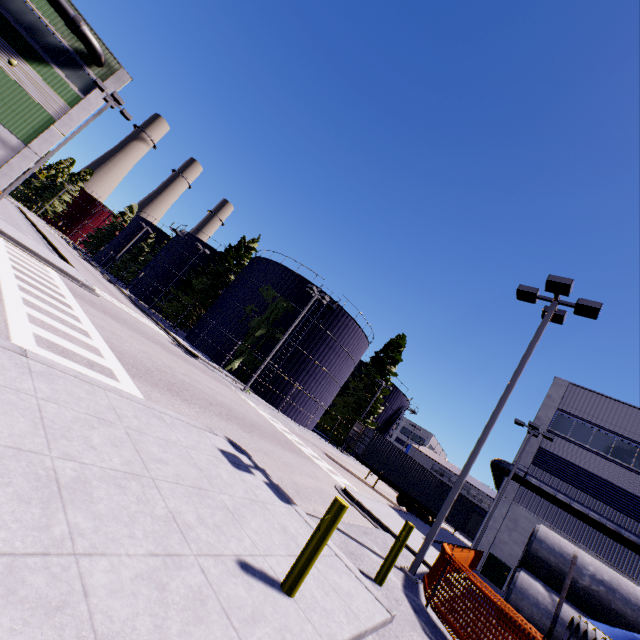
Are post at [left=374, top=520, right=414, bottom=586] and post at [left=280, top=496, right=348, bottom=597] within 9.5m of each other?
yes

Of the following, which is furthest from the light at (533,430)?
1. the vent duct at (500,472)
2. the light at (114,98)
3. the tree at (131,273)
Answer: the tree at (131,273)

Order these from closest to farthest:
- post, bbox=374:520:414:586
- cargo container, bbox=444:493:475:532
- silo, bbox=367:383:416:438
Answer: post, bbox=374:520:414:586
cargo container, bbox=444:493:475:532
silo, bbox=367:383:416:438

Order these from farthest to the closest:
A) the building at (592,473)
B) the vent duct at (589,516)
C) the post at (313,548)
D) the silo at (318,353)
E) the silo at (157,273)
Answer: the silo at (157,273) < the silo at (318,353) < the building at (592,473) < the vent duct at (589,516) < the post at (313,548)

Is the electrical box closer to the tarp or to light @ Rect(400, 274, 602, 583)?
the tarp

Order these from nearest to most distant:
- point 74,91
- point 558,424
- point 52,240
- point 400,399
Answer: point 558,424 < point 74,91 < point 52,240 < point 400,399

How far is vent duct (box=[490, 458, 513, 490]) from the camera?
22.4m

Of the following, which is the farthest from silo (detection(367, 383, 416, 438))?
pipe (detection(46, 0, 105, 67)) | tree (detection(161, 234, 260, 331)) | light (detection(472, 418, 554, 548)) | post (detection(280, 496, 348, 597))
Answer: post (detection(280, 496, 348, 597))
